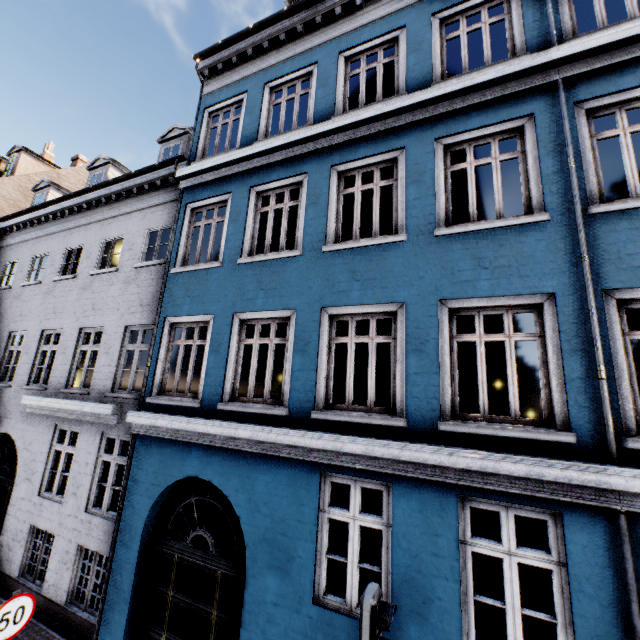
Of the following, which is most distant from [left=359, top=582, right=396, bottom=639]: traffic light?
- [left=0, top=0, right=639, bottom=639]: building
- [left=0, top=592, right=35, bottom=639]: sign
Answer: [left=0, top=592, right=35, bottom=639]: sign

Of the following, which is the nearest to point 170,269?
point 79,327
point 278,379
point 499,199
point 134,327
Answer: point 134,327

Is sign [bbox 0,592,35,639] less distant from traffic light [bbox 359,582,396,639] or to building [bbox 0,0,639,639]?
building [bbox 0,0,639,639]

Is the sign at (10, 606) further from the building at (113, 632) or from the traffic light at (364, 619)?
the traffic light at (364, 619)

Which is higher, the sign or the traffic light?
the traffic light

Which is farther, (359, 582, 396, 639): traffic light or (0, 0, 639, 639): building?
(0, 0, 639, 639): building
